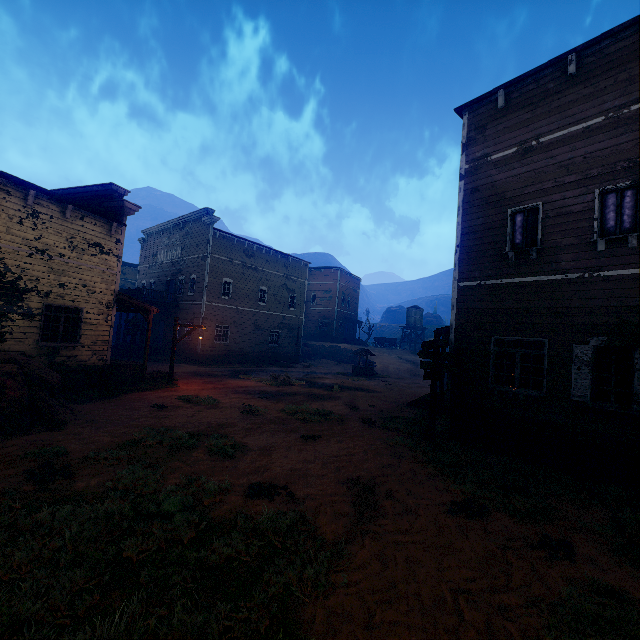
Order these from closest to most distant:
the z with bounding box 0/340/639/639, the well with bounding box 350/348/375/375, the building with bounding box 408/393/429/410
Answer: the z with bounding box 0/340/639/639 → the building with bounding box 408/393/429/410 → the well with bounding box 350/348/375/375

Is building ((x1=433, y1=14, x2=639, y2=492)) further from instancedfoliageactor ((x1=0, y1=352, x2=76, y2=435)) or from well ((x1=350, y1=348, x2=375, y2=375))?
well ((x1=350, y1=348, x2=375, y2=375))

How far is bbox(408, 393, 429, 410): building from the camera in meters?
14.7 m

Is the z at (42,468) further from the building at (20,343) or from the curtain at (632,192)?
the curtain at (632,192)

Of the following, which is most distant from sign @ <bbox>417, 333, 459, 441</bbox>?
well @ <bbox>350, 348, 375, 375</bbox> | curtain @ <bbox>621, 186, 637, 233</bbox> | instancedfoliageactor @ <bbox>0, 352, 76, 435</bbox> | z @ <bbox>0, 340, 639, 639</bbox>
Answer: well @ <bbox>350, 348, 375, 375</bbox>

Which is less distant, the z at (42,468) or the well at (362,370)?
the z at (42,468)

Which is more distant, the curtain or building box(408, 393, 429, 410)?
building box(408, 393, 429, 410)

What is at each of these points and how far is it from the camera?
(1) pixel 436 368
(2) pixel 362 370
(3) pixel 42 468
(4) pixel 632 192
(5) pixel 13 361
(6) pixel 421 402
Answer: (1) sign, 9.7m
(2) well, 27.4m
(3) z, 6.2m
(4) curtain, 7.7m
(5) instancedfoliageactor, 9.0m
(6) building, 14.9m
